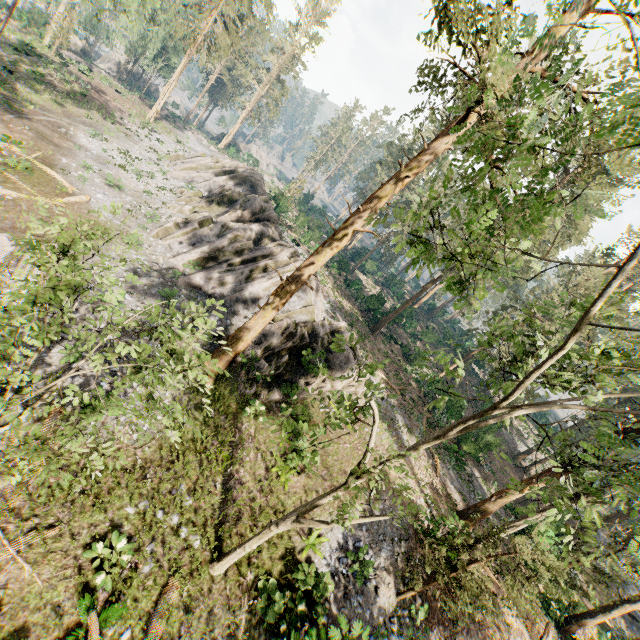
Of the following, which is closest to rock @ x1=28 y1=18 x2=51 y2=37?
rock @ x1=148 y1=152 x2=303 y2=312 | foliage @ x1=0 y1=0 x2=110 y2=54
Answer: foliage @ x1=0 y1=0 x2=110 y2=54

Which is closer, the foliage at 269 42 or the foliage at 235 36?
the foliage at 235 36

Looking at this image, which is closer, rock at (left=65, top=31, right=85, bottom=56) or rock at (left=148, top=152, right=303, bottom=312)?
rock at (left=148, top=152, right=303, bottom=312)

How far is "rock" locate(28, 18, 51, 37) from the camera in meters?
44.9

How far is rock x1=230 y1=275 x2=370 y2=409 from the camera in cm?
1816

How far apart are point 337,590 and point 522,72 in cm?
1825

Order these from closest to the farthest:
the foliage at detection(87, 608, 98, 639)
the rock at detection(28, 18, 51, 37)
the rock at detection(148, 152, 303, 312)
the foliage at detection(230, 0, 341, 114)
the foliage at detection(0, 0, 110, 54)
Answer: the foliage at detection(87, 608, 98, 639), the rock at detection(148, 152, 303, 312), the foliage at detection(0, 0, 110, 54), the rock at detection(28, 18, 51, 37), the foliage at detection(230, 0, 341, 114)

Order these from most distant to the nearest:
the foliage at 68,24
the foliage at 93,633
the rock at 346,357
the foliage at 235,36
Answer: the foliage at 235,36 < the foliage at 68,24 < the rock at 346,357 < the foliage at 93,633
